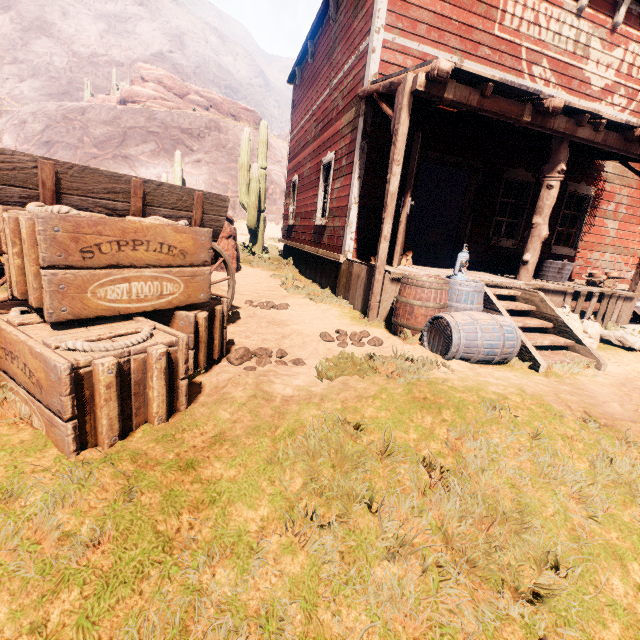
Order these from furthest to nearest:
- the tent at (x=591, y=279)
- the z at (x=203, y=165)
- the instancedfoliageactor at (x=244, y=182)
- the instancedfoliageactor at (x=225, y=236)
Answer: the instancedfoliageactor at (x=244, y=182)
the instancedfoliageactor at (x=225, y=236)
the tent at (x=591, y=279)
the z at (x=203, y=165)

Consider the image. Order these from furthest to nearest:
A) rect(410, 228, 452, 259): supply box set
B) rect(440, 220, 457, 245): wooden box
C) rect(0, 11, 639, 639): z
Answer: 1. rect(440, 220, 457, 245): wooden box
2. rect(410, 228, 452, 259): supply box set
3. rect(0, 11, 639, 639): z

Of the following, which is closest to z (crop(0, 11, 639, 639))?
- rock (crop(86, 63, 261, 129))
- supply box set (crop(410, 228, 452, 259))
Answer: rock (crop(86, 63, 261, 129))

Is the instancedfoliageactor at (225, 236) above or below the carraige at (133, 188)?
below

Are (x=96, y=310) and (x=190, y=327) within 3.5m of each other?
yes

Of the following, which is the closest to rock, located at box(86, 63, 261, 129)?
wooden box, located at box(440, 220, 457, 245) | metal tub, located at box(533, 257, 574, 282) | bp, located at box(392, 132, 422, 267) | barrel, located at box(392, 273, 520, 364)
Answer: wooden box, located at box(440, 220, 457, 245)

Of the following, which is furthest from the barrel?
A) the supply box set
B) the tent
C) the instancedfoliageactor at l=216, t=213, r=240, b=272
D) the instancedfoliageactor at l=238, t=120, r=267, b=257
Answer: the supply box set

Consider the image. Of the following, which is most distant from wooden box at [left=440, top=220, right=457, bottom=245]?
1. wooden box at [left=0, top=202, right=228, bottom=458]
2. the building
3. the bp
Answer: the building
